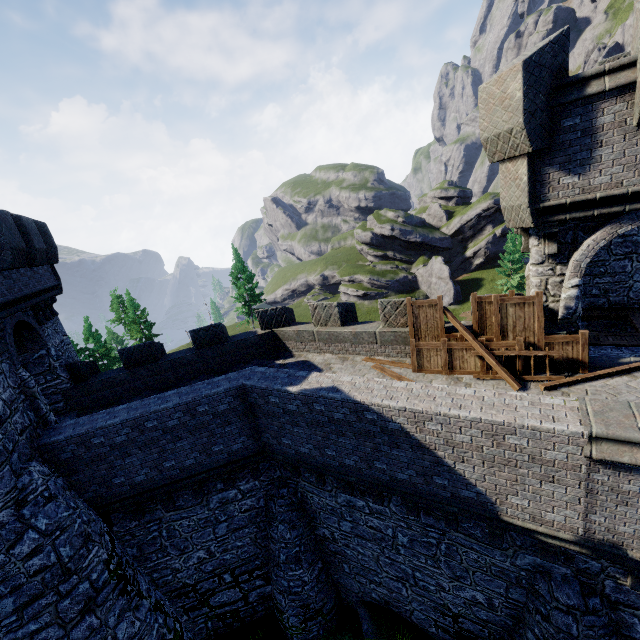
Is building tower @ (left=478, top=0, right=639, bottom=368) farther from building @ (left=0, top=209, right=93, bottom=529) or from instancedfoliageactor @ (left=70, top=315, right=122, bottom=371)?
instancedfoliageactor @ (left=70, top=315, right=122, bottom=371)

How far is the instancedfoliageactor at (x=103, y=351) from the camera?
40.34m

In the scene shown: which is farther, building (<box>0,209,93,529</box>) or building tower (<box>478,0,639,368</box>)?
building (<box>0,209,93,529</box>)

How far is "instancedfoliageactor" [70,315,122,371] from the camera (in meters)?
40.34

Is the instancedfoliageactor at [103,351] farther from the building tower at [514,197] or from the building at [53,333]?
the building tower at [514,197]

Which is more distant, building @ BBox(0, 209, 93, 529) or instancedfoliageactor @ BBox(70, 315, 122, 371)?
instancedfoliageactor @ BBox(70, 315, 122, 371)

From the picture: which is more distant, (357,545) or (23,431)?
(357,545)

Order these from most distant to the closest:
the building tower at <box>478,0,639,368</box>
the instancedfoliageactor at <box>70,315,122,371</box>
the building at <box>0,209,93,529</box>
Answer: the instancedfoliageactor at <box>70,315,122,371</box> < the building at <box>0,209,93,529</box> < the building tower at <box>478,0,639,368</box>
